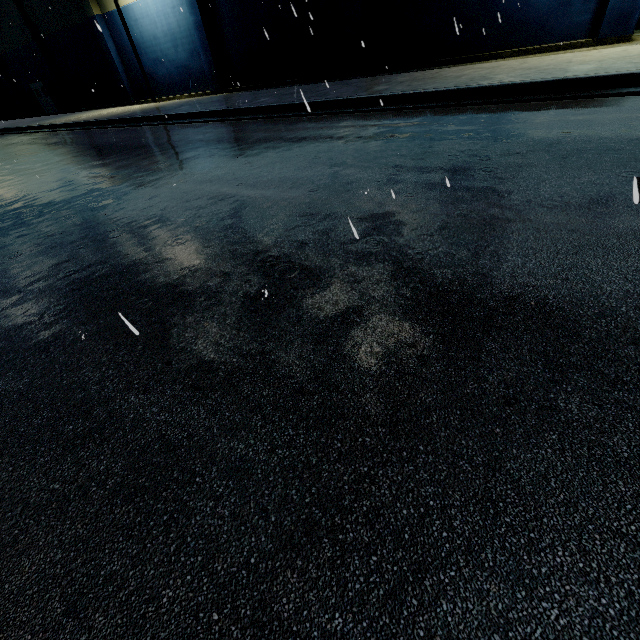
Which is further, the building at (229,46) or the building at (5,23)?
the building at (5,23)

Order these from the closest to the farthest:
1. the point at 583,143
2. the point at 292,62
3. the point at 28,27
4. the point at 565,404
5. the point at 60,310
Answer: the point at 565,404 < the point at 60,310 < the point at 583,143 < the point at 292,62 < the point at 28,27

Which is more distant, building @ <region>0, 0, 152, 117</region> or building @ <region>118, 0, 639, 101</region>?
building @ <region>0, 0, 152, 117</region>
